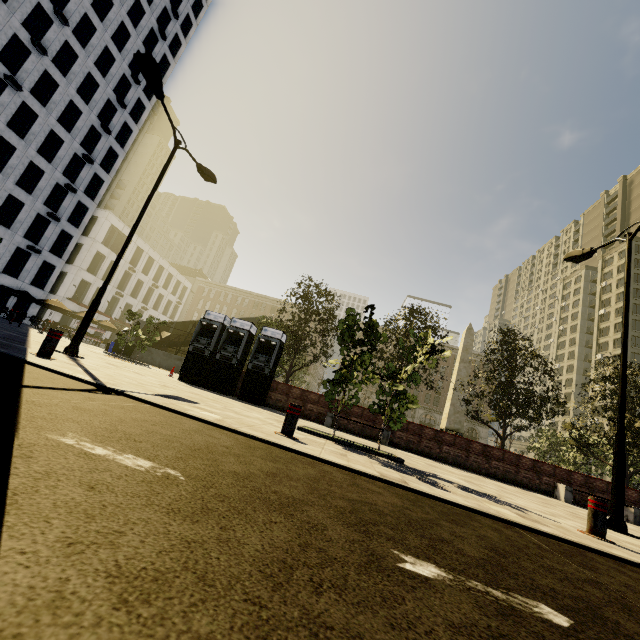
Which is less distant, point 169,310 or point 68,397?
point 68,397

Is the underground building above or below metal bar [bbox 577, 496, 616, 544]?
above

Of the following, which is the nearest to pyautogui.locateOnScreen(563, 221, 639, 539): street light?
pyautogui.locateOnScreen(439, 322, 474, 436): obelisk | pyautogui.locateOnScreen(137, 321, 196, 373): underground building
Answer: pyautogui.locateOnScreen(439, 322, 474, 436): obelisk

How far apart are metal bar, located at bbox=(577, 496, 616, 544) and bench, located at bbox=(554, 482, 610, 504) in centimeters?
911cm

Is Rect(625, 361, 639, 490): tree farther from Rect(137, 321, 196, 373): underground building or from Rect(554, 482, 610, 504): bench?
Rect(554, 482, 610, 504): bench

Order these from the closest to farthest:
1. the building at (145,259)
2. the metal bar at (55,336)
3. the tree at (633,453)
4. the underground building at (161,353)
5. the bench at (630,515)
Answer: the metal bar at (55,336) → the bench at (630,515) → the tree at (633,453) → the underground building at (161,353) → the building at (145,259)

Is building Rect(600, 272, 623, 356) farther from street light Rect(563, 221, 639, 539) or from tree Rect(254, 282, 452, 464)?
street light Rect(563, 221, 639, 539)

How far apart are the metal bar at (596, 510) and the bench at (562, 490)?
9.1m
